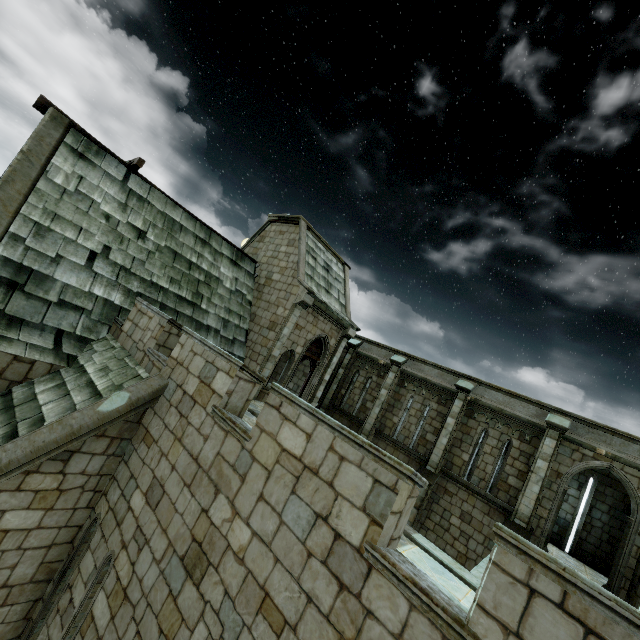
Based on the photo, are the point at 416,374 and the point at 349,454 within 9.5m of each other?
no
